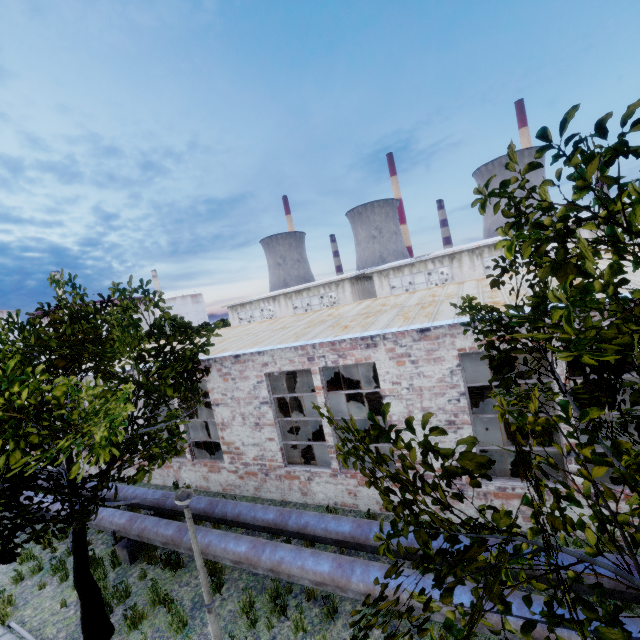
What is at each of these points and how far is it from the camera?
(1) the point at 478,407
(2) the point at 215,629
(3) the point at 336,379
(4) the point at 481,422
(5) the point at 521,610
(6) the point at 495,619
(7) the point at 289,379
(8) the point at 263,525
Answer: (1) concrete debris, 13.4 meters
(2) lamp post, 5.6 meters
(3) lathe, 21.4 meters
(4) concrete debris, 12.7 meters
(5) pipe, 4.5 meters
(6) pipe, 4.6 meters
(7) column beam, 13.4 meters
(8) pipe, 7.8 meters

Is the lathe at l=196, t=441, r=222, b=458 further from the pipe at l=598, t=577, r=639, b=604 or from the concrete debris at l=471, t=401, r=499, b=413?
the concrete debris at l=471, t=401, r=499, b=413

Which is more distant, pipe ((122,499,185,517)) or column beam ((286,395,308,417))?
column beam ((286,395,308,417))

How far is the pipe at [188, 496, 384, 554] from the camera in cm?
669

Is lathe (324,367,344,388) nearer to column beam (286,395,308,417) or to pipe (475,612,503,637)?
column beam (286,395,308,417)

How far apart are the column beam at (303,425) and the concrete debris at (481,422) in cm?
580

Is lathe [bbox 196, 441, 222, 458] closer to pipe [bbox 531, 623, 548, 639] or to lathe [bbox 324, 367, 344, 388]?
pipe [bbox 531, 623, 548, 639]

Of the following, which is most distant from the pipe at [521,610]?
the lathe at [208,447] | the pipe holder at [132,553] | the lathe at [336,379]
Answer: the lathe at [336,379]
